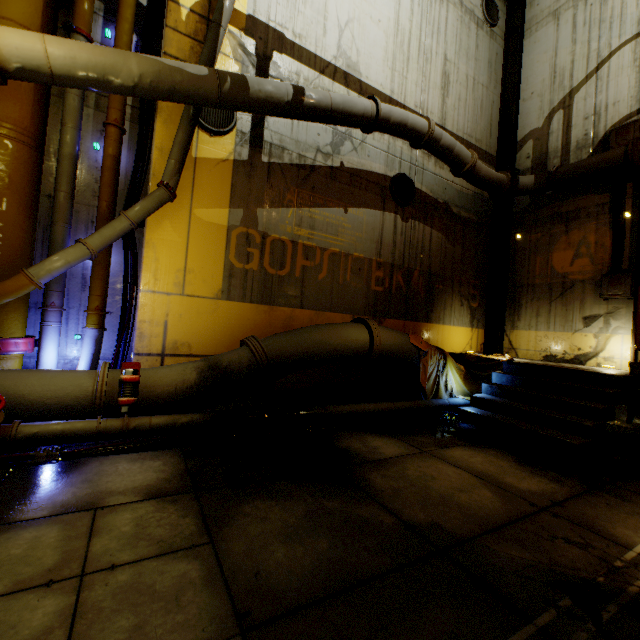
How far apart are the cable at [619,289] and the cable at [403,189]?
4.51m

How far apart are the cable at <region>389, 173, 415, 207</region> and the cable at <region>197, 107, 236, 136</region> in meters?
3.8

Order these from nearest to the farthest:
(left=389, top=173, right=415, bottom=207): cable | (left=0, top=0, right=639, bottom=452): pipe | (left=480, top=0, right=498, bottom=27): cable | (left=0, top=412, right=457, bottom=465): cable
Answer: (left=0, top=412, right=457, bottom=465): cable → (left=0, top=0, right=639, bottom=452): pipe → (left=389, top=173, right=415, bottom=207): cable → (left=480, top=0, right=498, bottom=27): cable

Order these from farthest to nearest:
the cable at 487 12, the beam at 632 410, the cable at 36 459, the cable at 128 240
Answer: the cable at 487 12 < the beam at 632 410 < the cable at 128 240 < the cable at 36 459

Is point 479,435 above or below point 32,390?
below

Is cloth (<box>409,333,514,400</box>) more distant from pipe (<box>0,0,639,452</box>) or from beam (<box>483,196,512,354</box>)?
beam (<box>483,196,512,354</box>)

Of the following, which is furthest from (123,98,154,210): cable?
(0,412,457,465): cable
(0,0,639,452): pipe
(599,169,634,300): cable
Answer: (599,169,634,300): cable

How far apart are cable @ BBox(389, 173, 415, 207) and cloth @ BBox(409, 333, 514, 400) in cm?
327
